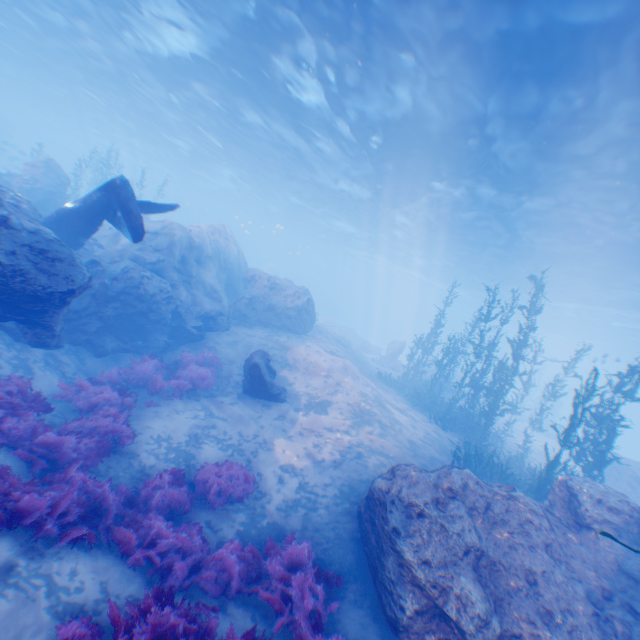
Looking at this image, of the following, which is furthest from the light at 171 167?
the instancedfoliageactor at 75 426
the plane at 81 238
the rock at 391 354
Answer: the rock at 391 354

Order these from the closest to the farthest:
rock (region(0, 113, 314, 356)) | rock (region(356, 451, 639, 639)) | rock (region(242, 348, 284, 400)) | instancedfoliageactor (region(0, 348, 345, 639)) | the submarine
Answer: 1. instancedfoliageactor (region(0, 348, 345, 639))
2. rock (region(356, 451, 639, 639))
3. rock (region(0, 113, 314, 356))
4. rock (region(242, 348, 284, 400))
5. the submarine

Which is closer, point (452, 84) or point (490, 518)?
point (490, 518)

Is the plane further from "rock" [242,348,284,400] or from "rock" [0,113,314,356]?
"rock" [242,348,284,400]

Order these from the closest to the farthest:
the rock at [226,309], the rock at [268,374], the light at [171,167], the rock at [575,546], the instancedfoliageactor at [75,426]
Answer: the instancedfoliageactor at [75,426] < the rock at [575,546] < the rock at [226,309] < the light at [171,167] < the rock at [268,374]

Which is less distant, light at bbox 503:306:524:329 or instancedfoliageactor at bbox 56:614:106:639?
instancedfoliageactor at bbox 56:614:106:639

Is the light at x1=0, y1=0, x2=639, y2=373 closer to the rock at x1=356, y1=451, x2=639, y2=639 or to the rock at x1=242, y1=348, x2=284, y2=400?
the rock at x1=356, y1=451, x2=639, y2=639
